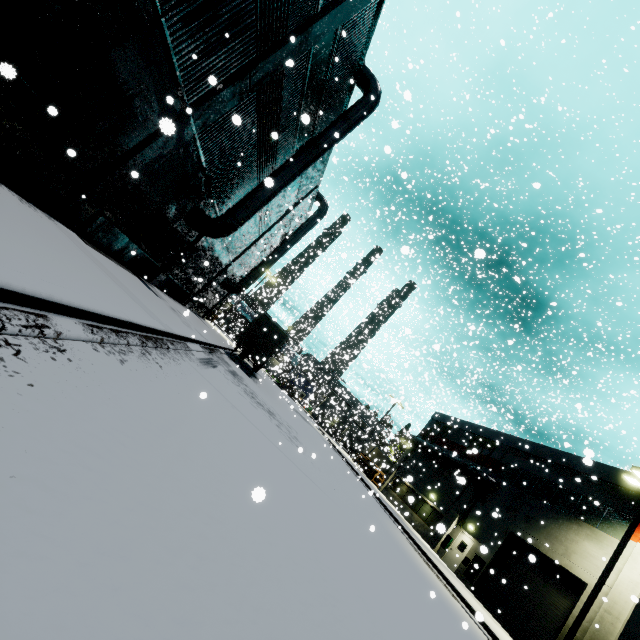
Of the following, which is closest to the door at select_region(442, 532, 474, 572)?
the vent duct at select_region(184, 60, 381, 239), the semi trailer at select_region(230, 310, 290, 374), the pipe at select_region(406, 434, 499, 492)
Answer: the pipe at select_region(406, 434, 499, 492)

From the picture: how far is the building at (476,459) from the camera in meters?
26.8 m

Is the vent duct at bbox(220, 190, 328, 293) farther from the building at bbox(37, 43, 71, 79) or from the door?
the door

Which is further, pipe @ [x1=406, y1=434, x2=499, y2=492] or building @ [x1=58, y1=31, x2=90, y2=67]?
pipe @ [x1=406, y1=434, x2=499, y2=492]

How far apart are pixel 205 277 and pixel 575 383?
45.9m

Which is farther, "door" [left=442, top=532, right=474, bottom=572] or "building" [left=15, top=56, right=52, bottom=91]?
"door" [left=442, top=532, right=474, bottom=572]

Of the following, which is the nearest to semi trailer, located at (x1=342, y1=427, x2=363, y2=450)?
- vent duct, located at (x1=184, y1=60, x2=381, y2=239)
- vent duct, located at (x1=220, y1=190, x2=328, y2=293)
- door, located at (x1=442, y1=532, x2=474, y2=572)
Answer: vent duct, located at (x1=220, y1=190, x2=328, y2=293)

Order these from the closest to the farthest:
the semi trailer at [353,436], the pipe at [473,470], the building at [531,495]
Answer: the building at [531,495] → the pipe at [473,470] → the semi trailer at [353,436]
